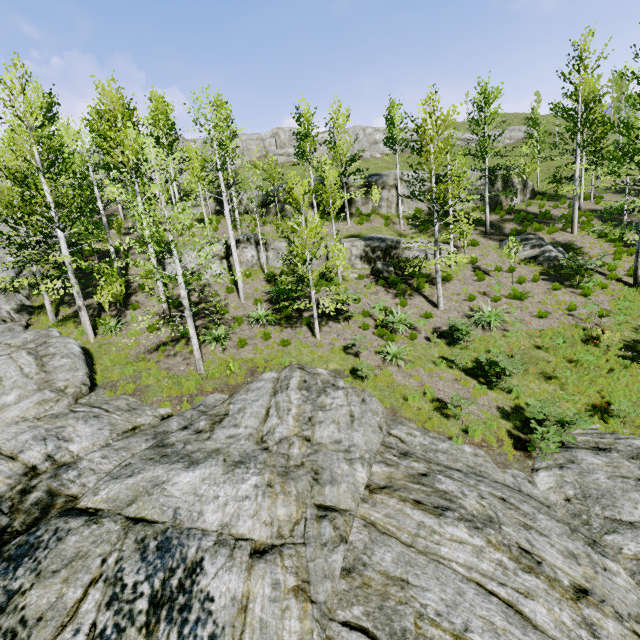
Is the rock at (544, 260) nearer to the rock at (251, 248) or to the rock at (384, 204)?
the rock at (251, 248)

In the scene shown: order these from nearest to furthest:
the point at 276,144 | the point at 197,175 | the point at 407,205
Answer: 1. the point at 197,175
2. the point at 407,205
3. the point at 276,144

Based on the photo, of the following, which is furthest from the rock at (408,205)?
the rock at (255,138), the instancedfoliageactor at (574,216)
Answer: the rock at (255,138)

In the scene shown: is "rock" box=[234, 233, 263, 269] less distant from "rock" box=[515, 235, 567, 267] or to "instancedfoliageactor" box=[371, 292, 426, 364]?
"instancedfoliageactor" box=[371, 292, 426, 364]

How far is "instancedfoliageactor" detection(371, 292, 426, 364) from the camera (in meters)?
13.61

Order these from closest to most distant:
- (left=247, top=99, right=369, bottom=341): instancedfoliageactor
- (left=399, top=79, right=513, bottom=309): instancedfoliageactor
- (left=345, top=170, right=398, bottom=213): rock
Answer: (left=247, top=99, right=369, bottom=341): instancedfoliageactor
(left=399, top=79, right=513, bottom=309): instancedfoliageactor
(left=345, top=170, right=398, bottom=213): rock

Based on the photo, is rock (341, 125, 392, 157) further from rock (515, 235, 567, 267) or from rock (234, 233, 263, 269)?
rock (515, 235, 567, 267)

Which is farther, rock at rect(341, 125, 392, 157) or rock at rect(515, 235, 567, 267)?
rock at rect(341, 125, 392, 157)
